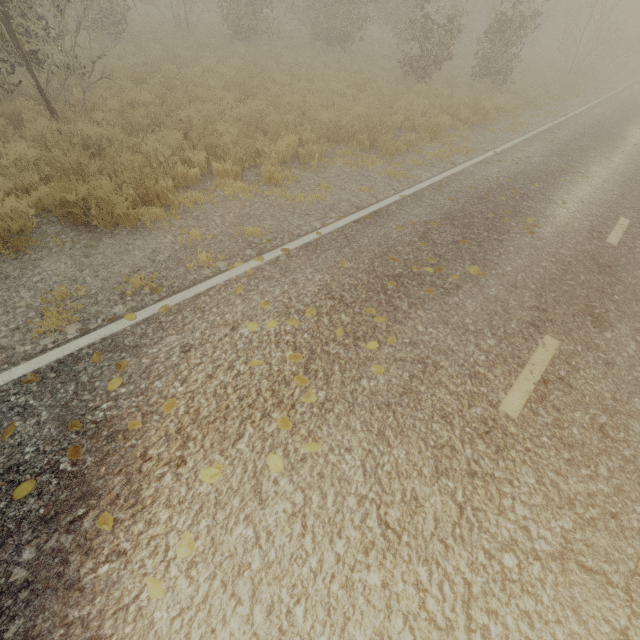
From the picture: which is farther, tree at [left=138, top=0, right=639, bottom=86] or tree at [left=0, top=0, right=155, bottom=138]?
tree at [left=138, top=0, right=639, bottom=86]

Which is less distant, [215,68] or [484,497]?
[484,497]

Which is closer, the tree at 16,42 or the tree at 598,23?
the tree at 16,42
